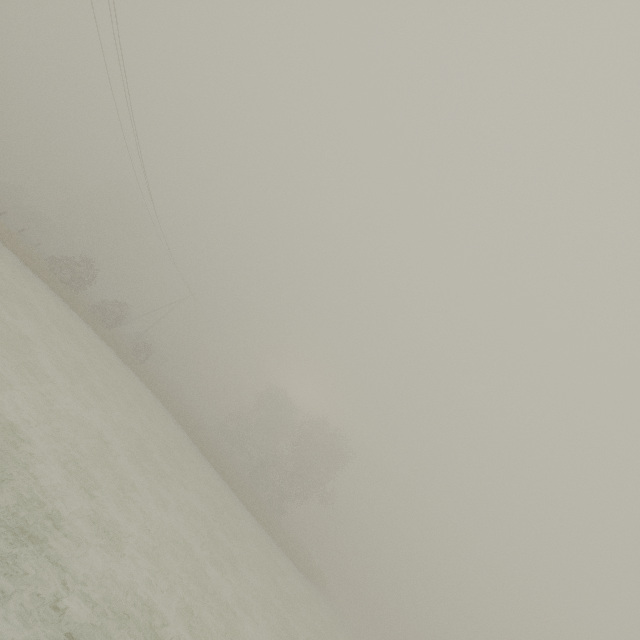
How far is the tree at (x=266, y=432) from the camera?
41.38m

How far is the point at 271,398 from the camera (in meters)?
58.56

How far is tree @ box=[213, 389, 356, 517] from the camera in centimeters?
4138cm
